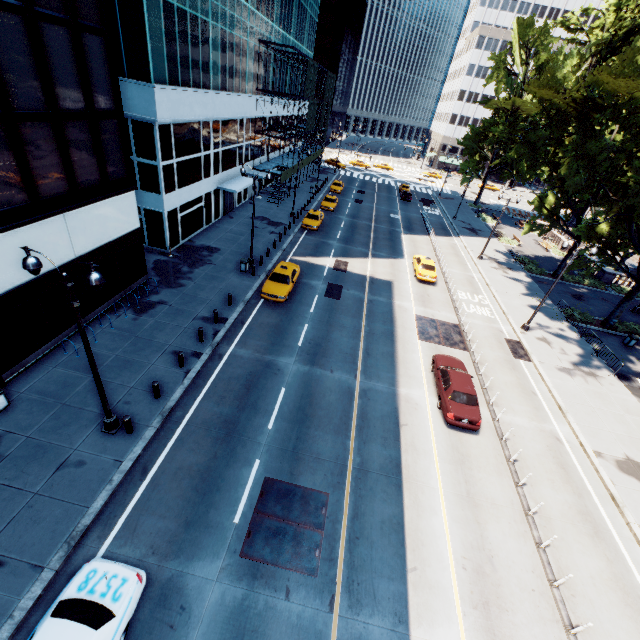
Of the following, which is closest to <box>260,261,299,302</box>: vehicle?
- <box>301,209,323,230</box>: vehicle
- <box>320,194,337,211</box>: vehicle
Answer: <box>301,209,323,230</box>: vehicle

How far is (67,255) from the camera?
15.1m

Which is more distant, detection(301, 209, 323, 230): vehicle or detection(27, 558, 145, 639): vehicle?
detection(301, 209, 323, 230): vehicle

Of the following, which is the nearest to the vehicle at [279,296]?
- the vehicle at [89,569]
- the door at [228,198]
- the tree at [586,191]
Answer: the door at [228,198]

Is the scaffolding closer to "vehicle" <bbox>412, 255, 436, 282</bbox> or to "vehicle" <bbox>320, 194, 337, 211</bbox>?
"vehicle" <bbox>320, 194, 337, 211</bbox>

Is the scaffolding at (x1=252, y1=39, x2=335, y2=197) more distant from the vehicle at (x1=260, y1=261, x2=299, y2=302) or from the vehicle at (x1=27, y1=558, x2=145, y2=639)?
the vehicle at (x1=27, y1=558, x2=145, y2=639)

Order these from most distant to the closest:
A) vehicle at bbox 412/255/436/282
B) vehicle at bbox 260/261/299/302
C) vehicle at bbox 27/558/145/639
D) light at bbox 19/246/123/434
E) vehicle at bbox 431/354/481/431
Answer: vehicle at bbox 412/255/436/282 < vehicle at bbox 260/261/299/302 < vehicle at bbox 431/354/481/431 < light at bbox 19/246/123/434 < vehicle at bbox 27/558/145/639

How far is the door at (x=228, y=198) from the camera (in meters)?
33.56
